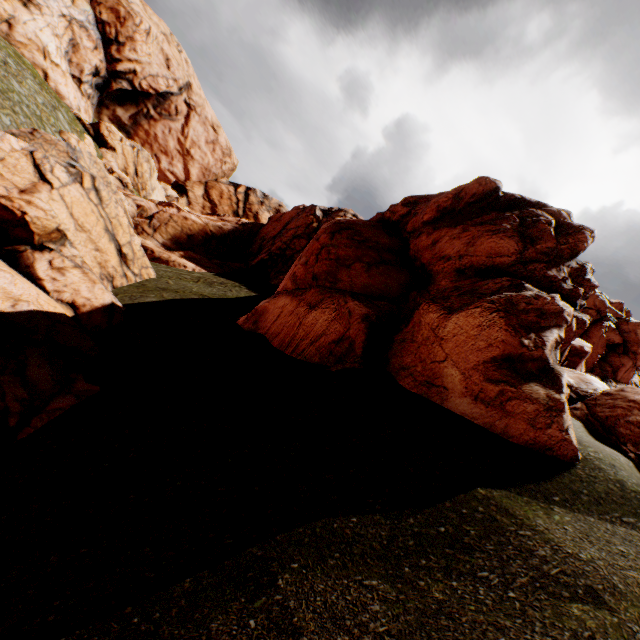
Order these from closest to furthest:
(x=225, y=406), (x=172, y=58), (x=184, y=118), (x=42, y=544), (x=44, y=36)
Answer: (x=42, y=544), (x=225, y=406), (x=44, y=36), (x=172, y=58), (x=184, y=118)
